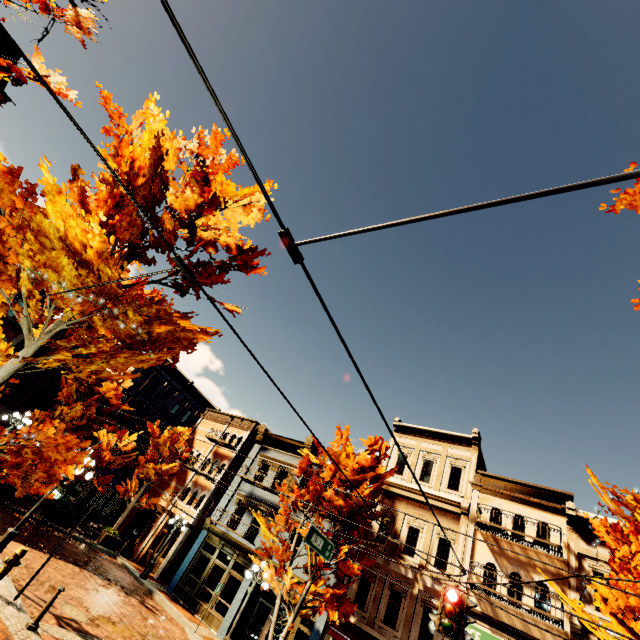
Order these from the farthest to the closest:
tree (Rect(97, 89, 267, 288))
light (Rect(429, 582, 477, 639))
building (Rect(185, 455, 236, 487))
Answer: building (Rect(185, 455, 236, 487)), light (Rect(429, 582, 477, 639)), tree (Rect(97, 89, 267, 288))

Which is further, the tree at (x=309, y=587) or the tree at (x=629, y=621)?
the tree at (x=309, y=587)

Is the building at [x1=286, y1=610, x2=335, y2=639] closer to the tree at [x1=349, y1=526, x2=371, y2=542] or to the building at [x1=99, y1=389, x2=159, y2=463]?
the tree at [x1=349, y1=526, x2=371, y2=542]

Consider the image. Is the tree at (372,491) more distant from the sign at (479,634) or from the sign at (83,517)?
the sign at (83,517)

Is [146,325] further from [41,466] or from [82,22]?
[82,22]

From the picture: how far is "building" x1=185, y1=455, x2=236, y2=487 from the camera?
24.7 meters

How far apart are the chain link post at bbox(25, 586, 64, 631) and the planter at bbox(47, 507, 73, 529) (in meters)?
13.39

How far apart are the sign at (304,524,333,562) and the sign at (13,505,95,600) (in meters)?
6.62
